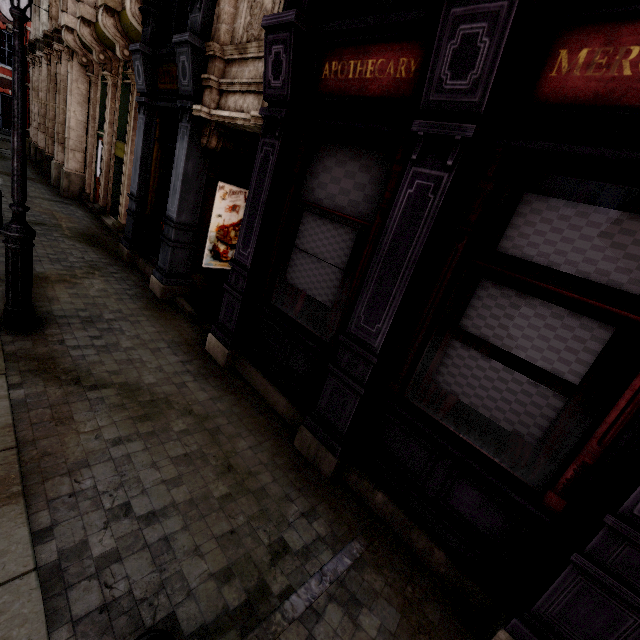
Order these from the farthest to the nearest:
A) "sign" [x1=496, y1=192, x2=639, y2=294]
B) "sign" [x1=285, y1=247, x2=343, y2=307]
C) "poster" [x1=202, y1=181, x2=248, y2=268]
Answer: "poster" [x1=202, y1=181, x2=248, y2=268], "sign" [x1=285, y1=247, x2=343, y2=307], "sign" [x1=496, y1=192, x2=639, y2=294]

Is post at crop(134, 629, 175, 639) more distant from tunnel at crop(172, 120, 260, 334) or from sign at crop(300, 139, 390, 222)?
tunnel at crop(172, 120, 260, 334)

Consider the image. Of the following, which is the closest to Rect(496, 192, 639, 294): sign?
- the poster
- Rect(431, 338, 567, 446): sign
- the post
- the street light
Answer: Rect(431, 338, 567, 446): sign

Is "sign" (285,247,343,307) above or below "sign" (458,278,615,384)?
below

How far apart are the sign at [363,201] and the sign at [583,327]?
1.4m

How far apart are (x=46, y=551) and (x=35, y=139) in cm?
2490

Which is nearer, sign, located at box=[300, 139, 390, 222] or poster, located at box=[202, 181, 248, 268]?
sign, located at box=[300, 139, 390, 222]

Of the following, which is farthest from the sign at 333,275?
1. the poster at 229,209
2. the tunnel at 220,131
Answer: the poster at 229,209
